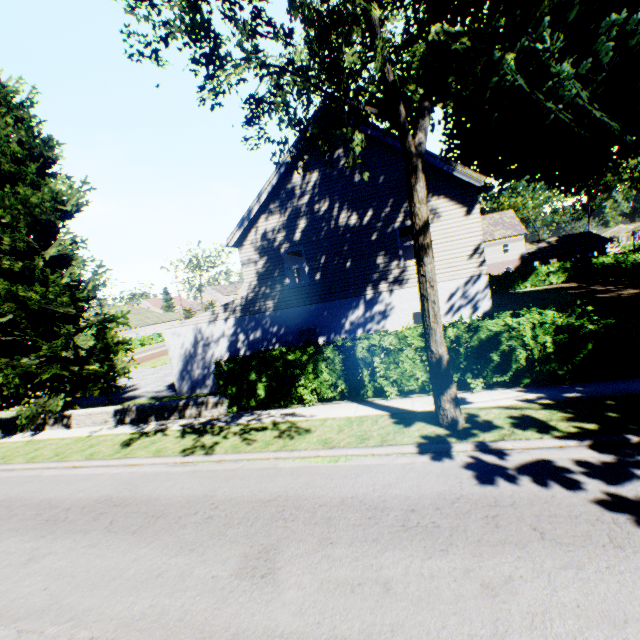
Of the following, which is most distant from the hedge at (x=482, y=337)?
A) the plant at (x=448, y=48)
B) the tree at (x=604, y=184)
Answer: the tree at (x=604, y=184)

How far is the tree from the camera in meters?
53.3

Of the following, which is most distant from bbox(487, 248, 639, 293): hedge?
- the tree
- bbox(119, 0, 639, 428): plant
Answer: the tree

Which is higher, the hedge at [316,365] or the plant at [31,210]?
the plant at [31,210]

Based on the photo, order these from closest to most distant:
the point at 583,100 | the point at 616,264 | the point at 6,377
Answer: the point at 6,377, the point at 583,100, the point at 616,264

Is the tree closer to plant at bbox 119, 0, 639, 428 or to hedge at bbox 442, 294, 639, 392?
plant at bbox 119, 0, 639, 428

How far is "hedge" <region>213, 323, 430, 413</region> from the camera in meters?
→ 10.4 m
